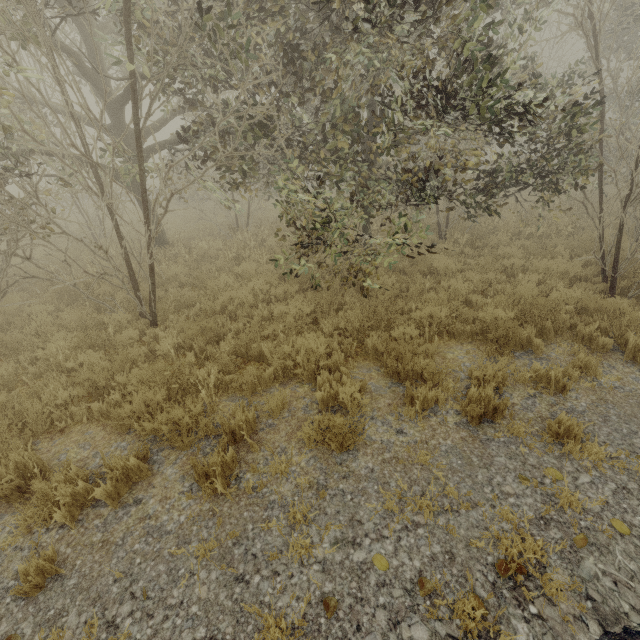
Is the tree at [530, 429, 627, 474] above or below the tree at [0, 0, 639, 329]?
below

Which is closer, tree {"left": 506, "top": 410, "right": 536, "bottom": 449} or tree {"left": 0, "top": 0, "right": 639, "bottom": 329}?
tree {"left": 506, "top": 410, "right": 536, "bottom": 449}

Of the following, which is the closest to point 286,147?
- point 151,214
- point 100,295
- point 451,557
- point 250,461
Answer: point 151,214

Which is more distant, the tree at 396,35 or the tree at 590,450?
the tree at 396,35
